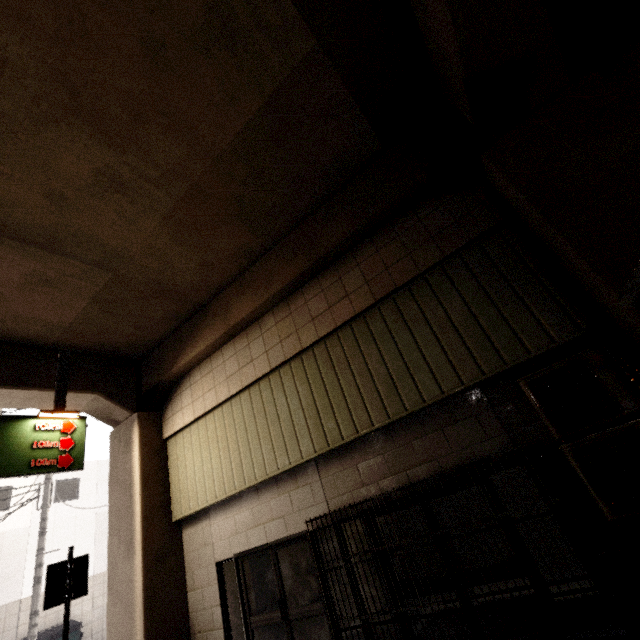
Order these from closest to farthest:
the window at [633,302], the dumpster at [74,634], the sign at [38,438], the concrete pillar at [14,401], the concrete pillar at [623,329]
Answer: the window at [633,302] → the concrete pillar at [623,329] → the sign at [38,438] → the concrete pillar at [14,401] → the dumpster at [74,634]

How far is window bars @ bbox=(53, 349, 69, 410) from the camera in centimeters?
665cm

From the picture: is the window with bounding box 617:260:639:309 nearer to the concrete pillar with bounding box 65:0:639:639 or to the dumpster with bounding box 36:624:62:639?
the concrete pillar with bounding box 65:0:639:639

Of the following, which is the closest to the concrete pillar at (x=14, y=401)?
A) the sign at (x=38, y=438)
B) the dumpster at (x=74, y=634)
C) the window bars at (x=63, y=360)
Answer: the window bars at (x=63, y=360)

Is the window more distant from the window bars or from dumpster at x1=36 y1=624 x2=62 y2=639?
dumpster at x1=36 y1=624 x2=62 y2=639

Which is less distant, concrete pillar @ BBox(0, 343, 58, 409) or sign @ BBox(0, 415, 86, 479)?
sign @ BBox(0, 415, 86, 479)

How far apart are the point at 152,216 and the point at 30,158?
1.54m

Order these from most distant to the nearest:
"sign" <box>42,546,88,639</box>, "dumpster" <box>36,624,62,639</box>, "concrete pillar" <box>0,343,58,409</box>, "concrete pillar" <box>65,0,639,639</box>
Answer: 1. "dumpster" <box>36,624,62,639</box>
2. "concrete pillar" <box>0,343,58,409</box>
3. "sign" <box>42,546,88,639</box>
4. "concrete pillar" <box>65,0,639,639</box>
